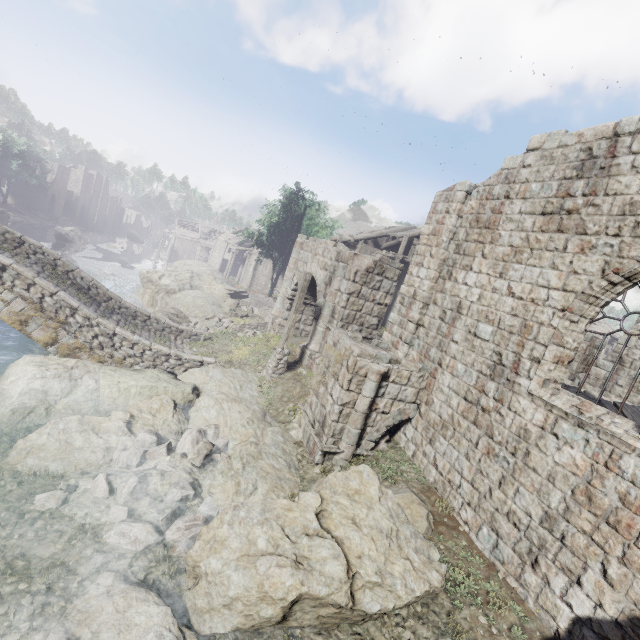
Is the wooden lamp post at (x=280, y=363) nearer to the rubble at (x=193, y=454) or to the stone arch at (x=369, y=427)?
the stone arch at (x=369, y=427)

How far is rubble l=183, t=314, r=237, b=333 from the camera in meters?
19.8 m

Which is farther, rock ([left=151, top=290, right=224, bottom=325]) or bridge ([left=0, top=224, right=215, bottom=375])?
rock ([left=151, top=290, right=224, bottom=325])

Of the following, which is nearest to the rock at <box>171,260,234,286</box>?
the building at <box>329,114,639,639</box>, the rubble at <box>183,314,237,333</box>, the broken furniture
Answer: the building at <box>329,114,639,639</box>

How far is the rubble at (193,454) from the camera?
6.78m

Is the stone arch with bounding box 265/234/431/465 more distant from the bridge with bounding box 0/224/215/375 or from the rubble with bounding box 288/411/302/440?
the bridge with bounding box 0/224/215/375

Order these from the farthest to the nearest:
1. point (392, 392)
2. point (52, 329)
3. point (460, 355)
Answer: point (52, 329) < point (392, 392) < point (460, 355)

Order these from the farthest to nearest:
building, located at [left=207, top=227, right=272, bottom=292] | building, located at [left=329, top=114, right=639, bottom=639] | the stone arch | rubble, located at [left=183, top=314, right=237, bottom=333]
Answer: building, located at [left=207, top=227, right=272, bottom=292] < rubble, located at [left=183, top=314, right=237, bottom=333] < the stone arch < building, located at [left=329, top=114, right=639, bottom=639]
